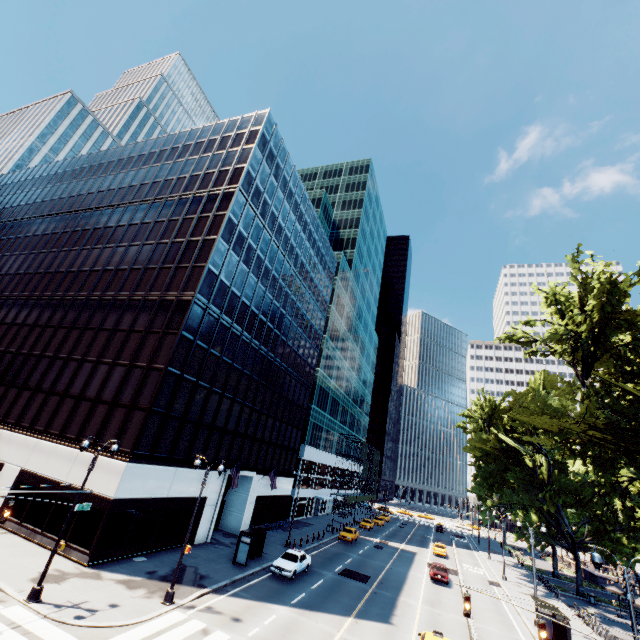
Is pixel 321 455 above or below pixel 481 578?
above

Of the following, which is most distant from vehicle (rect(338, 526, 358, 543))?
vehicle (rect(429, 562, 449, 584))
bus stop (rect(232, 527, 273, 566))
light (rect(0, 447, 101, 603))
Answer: light (rect(0, 447, 101, 603))

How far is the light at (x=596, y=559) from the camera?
13.5m

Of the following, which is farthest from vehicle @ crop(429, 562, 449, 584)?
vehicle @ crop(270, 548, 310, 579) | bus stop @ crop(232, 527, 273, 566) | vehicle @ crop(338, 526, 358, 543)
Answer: vehicle @ crop(270, 548, 310, 579)

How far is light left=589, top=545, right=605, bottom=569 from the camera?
13.5m

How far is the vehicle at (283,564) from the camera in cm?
2495

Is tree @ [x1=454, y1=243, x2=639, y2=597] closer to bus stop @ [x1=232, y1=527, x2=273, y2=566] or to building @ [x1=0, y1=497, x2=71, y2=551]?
bus stop @ [x1=232, y1=527, x2=273, y2=566]

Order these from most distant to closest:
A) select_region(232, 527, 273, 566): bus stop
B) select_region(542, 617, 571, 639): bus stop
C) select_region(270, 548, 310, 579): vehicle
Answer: select_region(232, 527, 273, 566): bus stop → select_region(270, 548, 310, 579): vehicle → select_region(542, 617, 571, 639): bus stop
